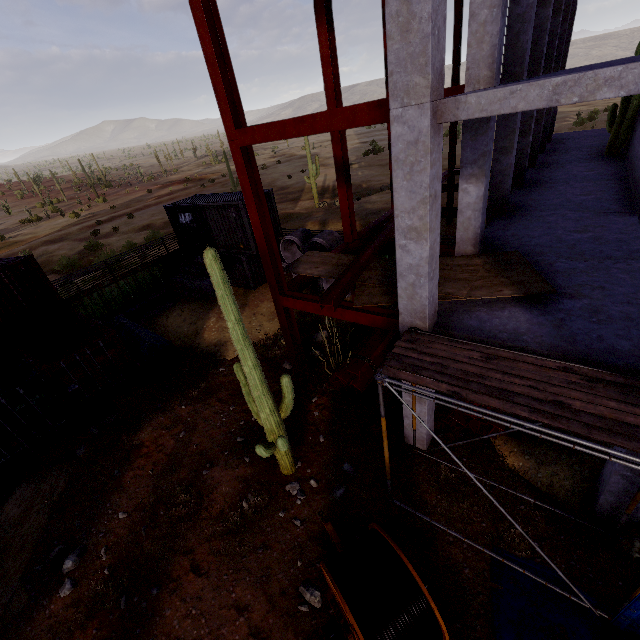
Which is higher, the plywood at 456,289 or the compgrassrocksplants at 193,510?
the plywood at 456,289

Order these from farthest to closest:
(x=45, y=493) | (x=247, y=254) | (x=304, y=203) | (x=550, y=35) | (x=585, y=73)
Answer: (x=304, y=203) → (x=247, y=254) → (x=550, y=35) → (x=45, y=493) → (x=585, y=73)

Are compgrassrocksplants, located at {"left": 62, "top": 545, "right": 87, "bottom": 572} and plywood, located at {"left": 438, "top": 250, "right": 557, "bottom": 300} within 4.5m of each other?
no

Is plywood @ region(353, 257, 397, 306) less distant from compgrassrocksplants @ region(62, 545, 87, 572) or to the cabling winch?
the cabling winch

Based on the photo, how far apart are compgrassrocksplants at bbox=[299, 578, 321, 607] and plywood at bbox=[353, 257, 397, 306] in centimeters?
585cm

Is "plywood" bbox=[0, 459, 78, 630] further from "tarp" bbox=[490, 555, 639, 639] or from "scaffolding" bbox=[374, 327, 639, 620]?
"scaffolding" bbox=[374, 327, 639, 620]

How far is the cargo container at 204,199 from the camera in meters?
16.0

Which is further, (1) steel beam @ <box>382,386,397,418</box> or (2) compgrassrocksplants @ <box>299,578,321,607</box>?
(1) steel beam @ <box>382,386,397,418</box>
